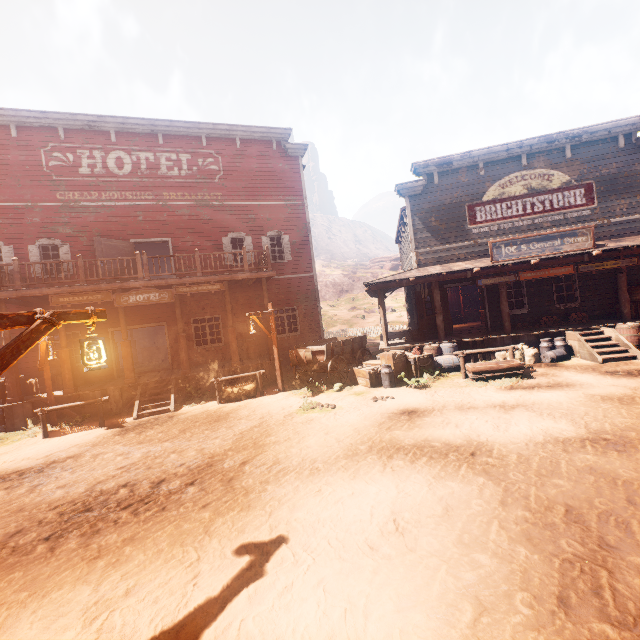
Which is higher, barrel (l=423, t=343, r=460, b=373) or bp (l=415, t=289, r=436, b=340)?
bp (l=415, t=289, r=436, b=340)

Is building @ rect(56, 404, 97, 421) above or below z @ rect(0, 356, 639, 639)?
above

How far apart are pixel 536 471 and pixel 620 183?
14.7 meters

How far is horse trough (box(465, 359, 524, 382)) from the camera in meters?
9.6

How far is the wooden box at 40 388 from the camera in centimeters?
1258cm

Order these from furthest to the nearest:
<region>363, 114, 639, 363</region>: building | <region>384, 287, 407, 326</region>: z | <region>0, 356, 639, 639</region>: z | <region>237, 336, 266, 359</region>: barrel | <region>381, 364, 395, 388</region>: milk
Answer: <region>384, 287, 407, 326</region>: z < <region>237, 336, 266, 359</region>: barrel < <region>363, 114, 639, 363</region>: building < <region>381, 364, 395, 388</region>: milk < <region>0, 356, 639, 639</region>: z

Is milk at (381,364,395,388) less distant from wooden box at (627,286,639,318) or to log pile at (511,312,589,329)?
log pile at (511,312,589,329)

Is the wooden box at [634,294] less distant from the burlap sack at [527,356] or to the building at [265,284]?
the building at [265,284]
